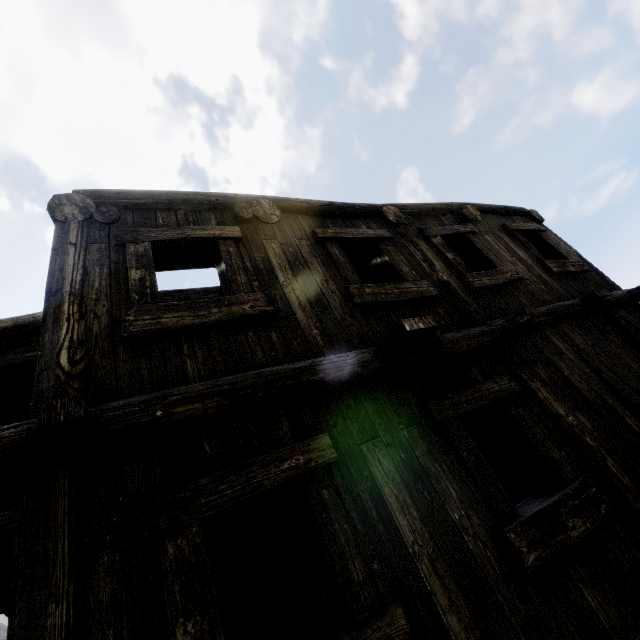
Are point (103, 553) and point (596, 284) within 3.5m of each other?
no
